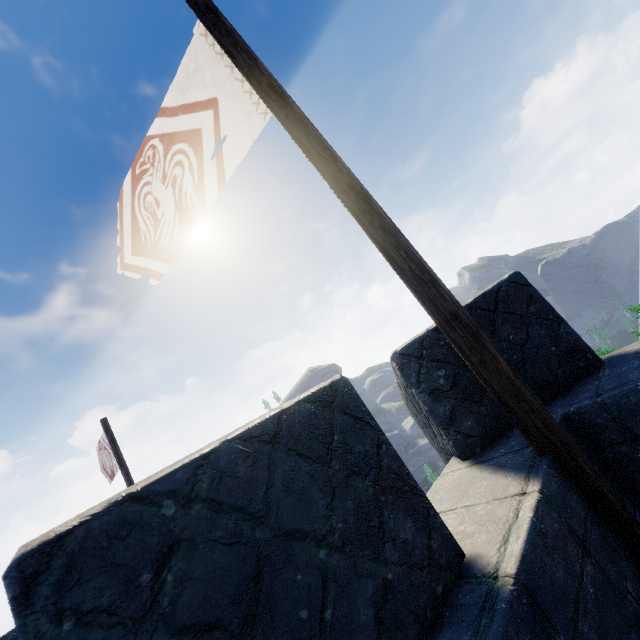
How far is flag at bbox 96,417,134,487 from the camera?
9.8m

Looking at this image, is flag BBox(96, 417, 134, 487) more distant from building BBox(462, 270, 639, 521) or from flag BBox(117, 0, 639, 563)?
flag BBox(117, 0, 639, 563)

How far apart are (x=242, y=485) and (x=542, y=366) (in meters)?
2.48

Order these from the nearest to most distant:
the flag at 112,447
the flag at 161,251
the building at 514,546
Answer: the building at 514,546 < the flag at 161,251 < the flag at 112,447

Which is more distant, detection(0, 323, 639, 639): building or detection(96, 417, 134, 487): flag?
detection(96, 417, 134, 487): flag

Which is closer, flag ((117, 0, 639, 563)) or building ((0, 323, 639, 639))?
Result: building ((0, 323, 639, 639))

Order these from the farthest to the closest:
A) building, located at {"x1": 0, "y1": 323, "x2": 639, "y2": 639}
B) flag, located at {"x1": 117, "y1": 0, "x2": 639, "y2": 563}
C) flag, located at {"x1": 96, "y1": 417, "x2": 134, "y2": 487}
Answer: flag, located at {"x1": 96, "y1": 417, "x2": 134, "y2": 487}, flag, located at {"x1": 117, "y1": 0, "x2": 639, "y2": 563}, building, located at {"x1": 0, "y1": 323, "x2": 639, "y2": 639}

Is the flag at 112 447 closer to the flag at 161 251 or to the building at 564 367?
the building at 564 367
